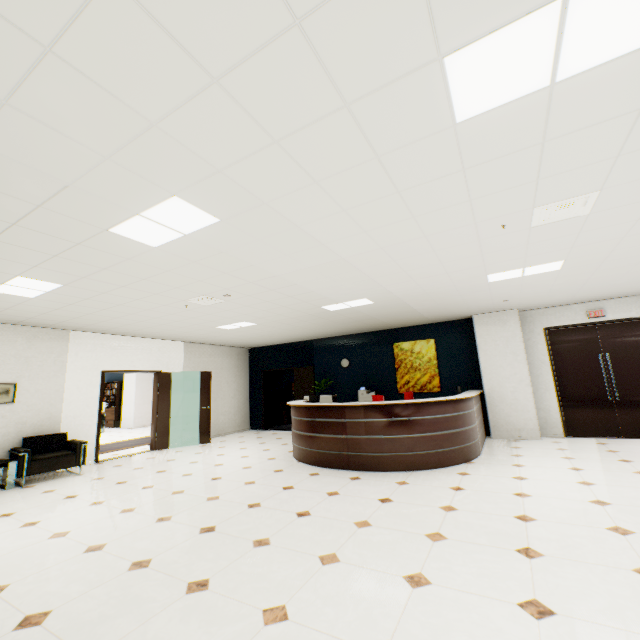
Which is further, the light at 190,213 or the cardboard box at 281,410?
the cardboard box at 281,410

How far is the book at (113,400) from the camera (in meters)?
15.47

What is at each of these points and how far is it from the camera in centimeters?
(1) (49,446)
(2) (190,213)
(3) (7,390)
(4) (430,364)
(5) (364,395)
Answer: (1) chair, 643cm
(2) light, 280cm
(3) picture, 623cm
(4) picture, 888cm
(5) printer, 924cm

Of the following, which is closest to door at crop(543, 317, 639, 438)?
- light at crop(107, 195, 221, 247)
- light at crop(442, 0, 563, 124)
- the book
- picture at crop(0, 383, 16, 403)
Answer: light at crop(442, 0, 563, 124)

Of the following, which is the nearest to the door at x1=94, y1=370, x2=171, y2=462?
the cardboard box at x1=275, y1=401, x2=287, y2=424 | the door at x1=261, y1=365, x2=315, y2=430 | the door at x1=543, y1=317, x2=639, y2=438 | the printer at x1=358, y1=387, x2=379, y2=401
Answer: the door at x1=261, y1=365, x2=315, y2=430

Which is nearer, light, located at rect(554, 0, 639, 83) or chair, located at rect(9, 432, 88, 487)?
light, located at rect(554, 0, 639, 83)

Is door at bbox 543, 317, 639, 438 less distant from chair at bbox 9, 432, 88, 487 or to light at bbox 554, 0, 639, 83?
light at bbox 554, 0, 639, 83

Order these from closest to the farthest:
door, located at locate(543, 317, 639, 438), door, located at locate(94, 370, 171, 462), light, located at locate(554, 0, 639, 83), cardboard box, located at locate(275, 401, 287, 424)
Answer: light, located at locate(554, 0, 639, 83) → door, located at locate(543, 317, 639, 438) → door, located at locate(94, 370, 171, 462) → cardboard box, located at locate(275, 401, 287, 424)
